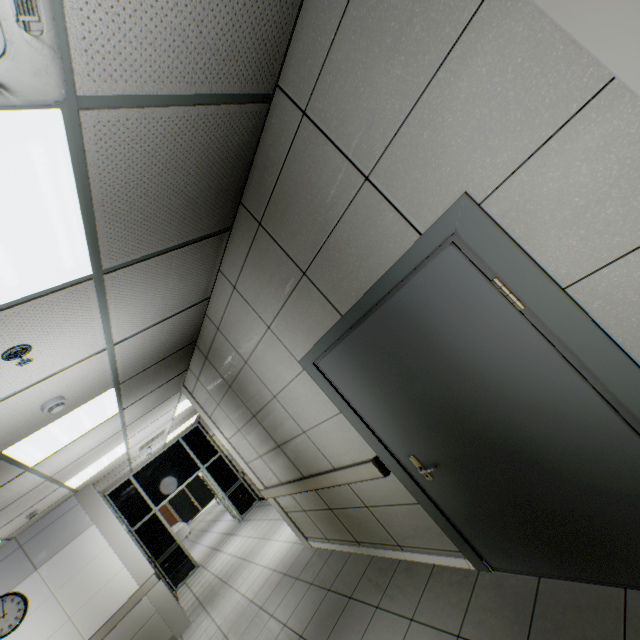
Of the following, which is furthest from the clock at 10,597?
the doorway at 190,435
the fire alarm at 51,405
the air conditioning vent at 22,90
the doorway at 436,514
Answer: the air conditioning vent at 22,90

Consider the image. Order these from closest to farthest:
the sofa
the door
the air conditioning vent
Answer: the air conditioning vent, the door, the sofa

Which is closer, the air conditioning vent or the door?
the air conditioning vent

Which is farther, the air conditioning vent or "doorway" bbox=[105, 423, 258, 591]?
"doorway" bbox=[105, 423, 258, 591]

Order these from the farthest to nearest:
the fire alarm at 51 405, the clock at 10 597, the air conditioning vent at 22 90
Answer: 1. the clock at 10 597
2. the fire alarm at 51 405
3. the air conditioning vent at 22 90

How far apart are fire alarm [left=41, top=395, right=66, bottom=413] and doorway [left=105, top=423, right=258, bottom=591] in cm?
828

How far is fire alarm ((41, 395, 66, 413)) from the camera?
2.6 meters

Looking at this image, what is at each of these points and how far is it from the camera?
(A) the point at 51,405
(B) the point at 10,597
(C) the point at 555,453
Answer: (A) fire alarm, 2.62m
(B) clock, 5.26m
(C) door, 1.66m
